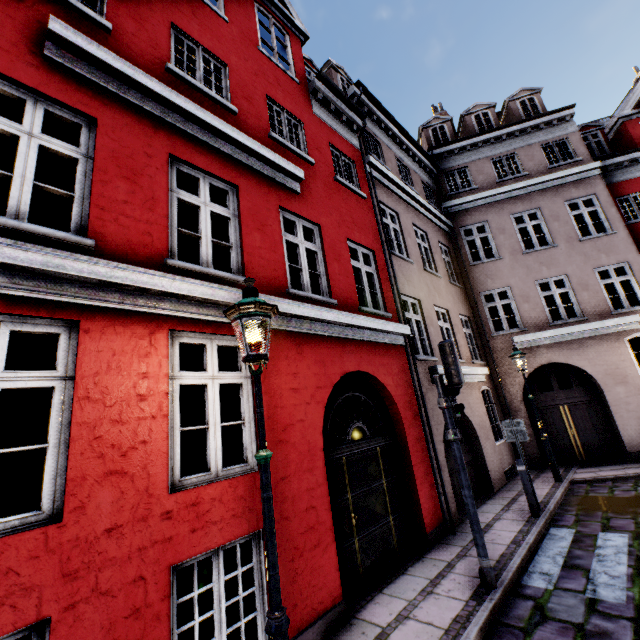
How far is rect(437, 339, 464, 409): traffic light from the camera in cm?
512

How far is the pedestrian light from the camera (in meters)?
5.01

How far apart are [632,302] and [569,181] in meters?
5.4

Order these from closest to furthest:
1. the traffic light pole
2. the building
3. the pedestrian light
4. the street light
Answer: the street light
the building
the traffic light pole
the pedestrian light

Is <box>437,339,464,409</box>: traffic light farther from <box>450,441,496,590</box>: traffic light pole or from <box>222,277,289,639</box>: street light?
<box>222,277,289,639</box>: street light

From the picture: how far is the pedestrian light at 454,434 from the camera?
5.0 meters

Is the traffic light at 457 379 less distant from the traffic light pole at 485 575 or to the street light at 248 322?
the traffic light pole at 485 575

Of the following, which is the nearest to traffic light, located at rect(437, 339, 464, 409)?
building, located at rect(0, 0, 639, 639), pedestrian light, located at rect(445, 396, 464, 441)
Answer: pedestrian light, located at rect(445, 396, 464, 441)
